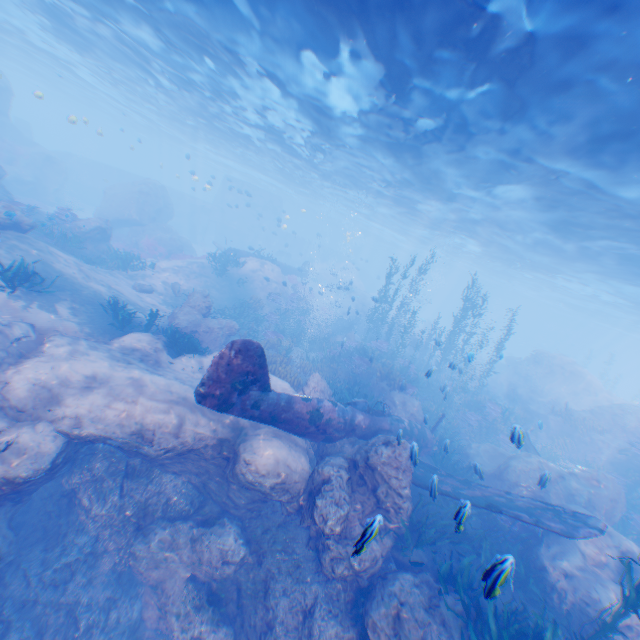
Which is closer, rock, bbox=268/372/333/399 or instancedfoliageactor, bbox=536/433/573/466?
rock, bbox=268/372/333/399

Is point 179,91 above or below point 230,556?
above

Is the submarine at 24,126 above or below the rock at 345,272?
above

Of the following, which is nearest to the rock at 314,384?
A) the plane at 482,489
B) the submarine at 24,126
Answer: the plane at 482,489

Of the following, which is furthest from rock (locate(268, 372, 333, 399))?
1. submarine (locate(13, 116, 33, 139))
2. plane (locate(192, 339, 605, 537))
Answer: submarine (locate(13, 116, 33, 139))

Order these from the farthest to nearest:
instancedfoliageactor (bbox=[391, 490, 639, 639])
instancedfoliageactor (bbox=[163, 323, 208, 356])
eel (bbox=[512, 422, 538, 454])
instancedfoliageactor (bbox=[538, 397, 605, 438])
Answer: instancedfoliageactor (bbox=[538, 397, 605, 438]) → instancedfoliageactor (bbox=[163, 323, 208, 356]) → eel (bbox=[512, 422, 538, 454]) → instancedfoliageactor (bbox=[391, 490, 639, 639])

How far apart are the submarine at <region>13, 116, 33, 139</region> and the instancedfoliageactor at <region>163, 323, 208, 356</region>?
46.58m

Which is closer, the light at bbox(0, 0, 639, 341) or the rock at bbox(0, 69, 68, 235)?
the light at bbox(0, 0, 639, 341)
